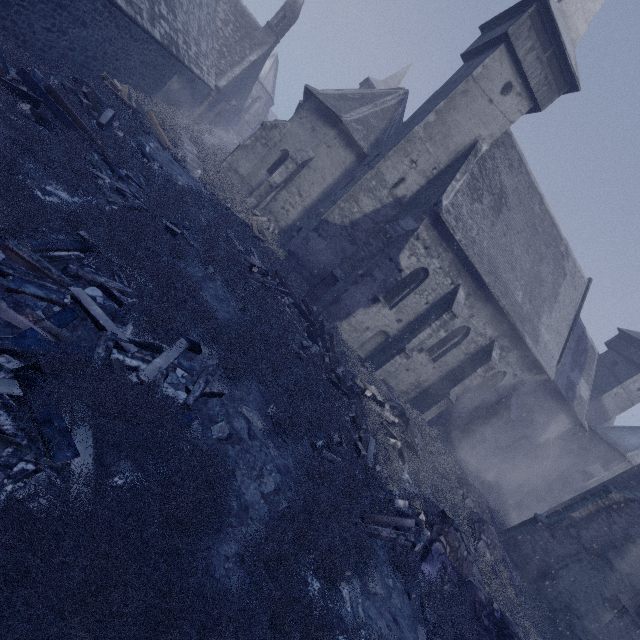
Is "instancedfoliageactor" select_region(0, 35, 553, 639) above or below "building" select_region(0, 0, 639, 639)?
below

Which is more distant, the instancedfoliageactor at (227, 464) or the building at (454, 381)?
the building at (454, 381)

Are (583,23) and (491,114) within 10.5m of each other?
yes

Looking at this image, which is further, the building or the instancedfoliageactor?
the building

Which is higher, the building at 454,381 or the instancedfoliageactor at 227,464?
the building at 454,381
